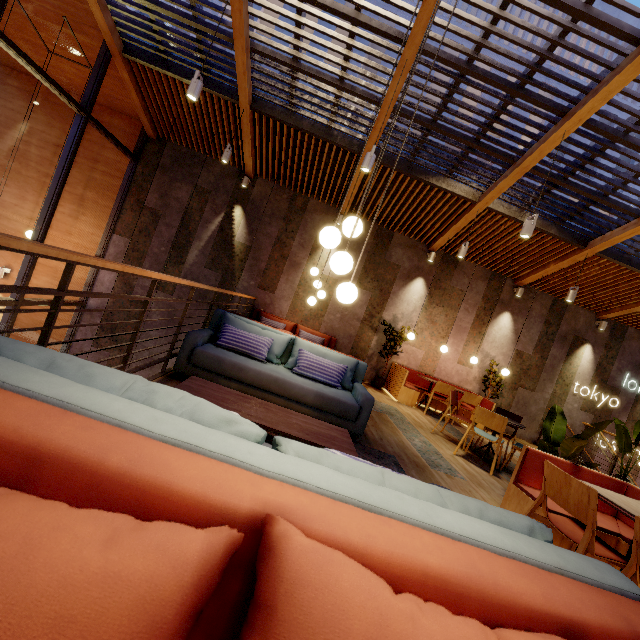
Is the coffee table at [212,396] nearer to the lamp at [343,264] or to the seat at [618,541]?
the lamp at [343,264]

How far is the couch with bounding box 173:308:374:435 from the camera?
3.67m

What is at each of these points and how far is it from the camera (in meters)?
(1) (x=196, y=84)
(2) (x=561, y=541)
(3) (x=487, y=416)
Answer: (1) lamp, 4.52
(2) seat, 2.75
(3) chair, 4.88

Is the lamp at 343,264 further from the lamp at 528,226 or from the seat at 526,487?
the lamp at 528,226

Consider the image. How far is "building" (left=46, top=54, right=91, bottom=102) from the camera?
7.4m

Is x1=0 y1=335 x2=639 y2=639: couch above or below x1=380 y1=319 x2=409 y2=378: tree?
below

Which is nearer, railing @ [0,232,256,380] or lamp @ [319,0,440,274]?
railing @ [0,232,256,380]

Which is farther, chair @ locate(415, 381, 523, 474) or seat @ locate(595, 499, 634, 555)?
chair @ locate(415, 381, 523, 474)
